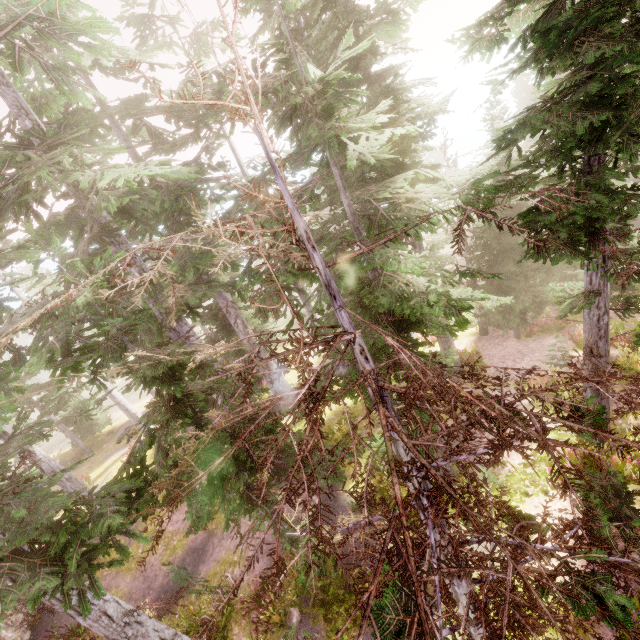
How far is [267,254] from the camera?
2.3m

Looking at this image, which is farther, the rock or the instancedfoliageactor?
the rock

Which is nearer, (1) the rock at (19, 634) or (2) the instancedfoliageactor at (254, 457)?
(2) the instancedfoliageactor at (254, 457)

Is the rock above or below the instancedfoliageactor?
below

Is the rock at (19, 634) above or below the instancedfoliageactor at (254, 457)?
below
